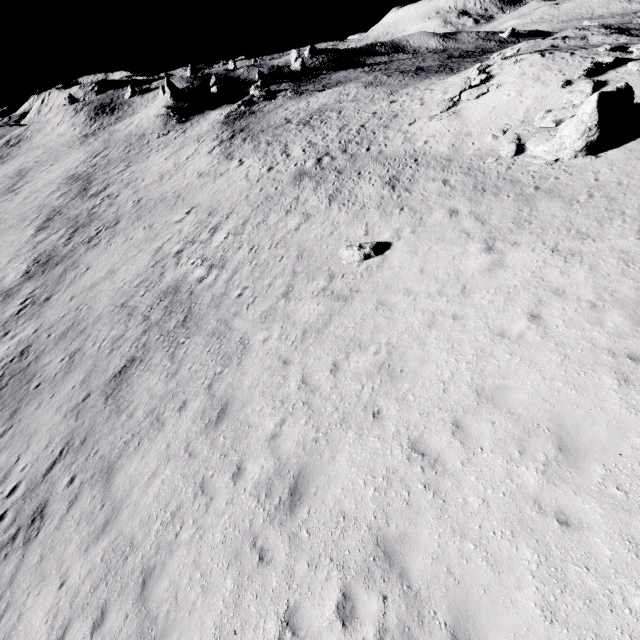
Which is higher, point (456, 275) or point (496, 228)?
point (496, 228)

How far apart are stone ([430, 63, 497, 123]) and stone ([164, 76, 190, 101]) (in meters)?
47.54

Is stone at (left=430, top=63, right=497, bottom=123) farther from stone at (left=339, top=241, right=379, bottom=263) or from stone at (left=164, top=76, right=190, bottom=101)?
stone at (left=164, top=76, right=190, bottom=101)

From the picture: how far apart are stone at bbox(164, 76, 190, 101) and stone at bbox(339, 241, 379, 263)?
54.9m

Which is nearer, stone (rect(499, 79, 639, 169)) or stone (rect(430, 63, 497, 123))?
stone (rect(499, 79, 639, 169))

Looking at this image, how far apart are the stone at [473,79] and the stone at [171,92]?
47.5m

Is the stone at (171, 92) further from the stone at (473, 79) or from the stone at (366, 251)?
the stone at (366, 251)

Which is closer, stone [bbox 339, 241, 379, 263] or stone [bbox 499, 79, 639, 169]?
stone [bbox 499, 79, 639, 169]
